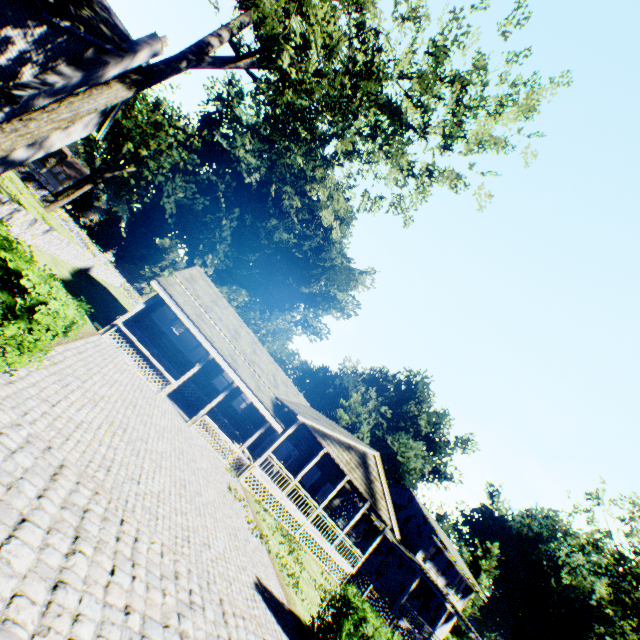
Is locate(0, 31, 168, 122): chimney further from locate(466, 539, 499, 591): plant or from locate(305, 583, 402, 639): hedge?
locate(466, 539, 499, 591): plant

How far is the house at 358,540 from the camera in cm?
2858

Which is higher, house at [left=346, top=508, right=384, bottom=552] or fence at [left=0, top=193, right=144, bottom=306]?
house at [left=346, top=508, right=384, bottom=552]

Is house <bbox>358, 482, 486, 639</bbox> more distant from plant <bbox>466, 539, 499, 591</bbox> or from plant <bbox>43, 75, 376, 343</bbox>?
plant <bbox>466, 539, 499, 591</bbox>

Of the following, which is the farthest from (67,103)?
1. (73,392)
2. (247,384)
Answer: (247,384)

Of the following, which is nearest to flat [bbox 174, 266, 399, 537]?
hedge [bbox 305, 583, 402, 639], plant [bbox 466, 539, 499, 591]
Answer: hedge [bbox 305, 583, 402, 639]

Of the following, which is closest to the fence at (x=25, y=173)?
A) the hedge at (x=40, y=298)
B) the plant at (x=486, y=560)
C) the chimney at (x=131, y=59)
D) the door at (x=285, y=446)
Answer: the hedge at (x=40, y=298)

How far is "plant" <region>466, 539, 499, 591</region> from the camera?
54.4 meters
